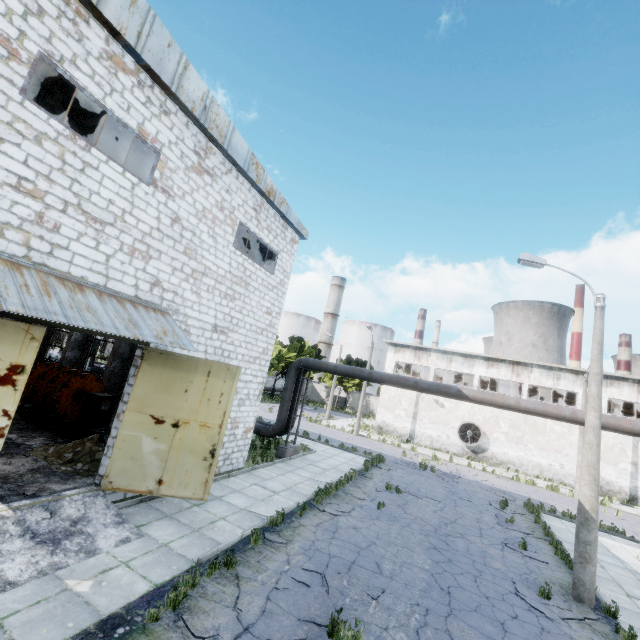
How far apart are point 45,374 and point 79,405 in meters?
2.1 m

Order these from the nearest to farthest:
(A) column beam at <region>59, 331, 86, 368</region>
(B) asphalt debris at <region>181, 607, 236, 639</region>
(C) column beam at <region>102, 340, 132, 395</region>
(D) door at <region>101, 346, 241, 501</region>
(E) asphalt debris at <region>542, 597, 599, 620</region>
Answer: (B) asphalt debris at <region>181, 607, 236, 639</region>
(E) asphalt debris at <region>542, 597, 599, 620</region>
(D) door at <region>101, 346, 241, 501</region>
(C) column beam at <region>102, 340, 132, 395</region>
(A) column beam at <region>59, 331, 86, 368</region>

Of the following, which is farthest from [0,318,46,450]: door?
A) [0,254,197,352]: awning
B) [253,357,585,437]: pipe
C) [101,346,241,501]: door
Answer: [253,357,585,437]: pipe

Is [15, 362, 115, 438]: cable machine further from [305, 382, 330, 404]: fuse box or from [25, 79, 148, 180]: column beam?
[305, 382, 330, 404]: fuse box

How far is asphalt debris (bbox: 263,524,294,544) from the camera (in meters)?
8.38

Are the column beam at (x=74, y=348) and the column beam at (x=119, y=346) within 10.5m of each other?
yes

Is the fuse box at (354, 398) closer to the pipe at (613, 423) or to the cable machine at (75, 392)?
the pipe at (613, 423)

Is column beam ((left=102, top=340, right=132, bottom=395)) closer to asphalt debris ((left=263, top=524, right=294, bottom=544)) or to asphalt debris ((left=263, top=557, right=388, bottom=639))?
asphalt debris ((left=263, top=524, right=294, bottom=544))
